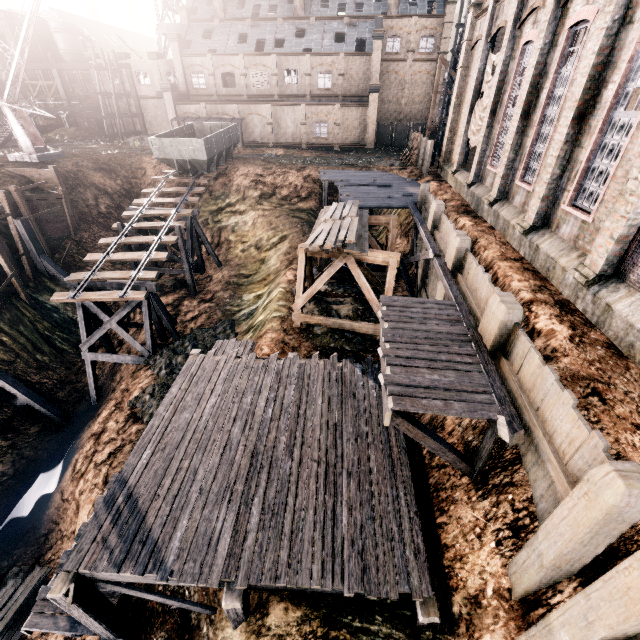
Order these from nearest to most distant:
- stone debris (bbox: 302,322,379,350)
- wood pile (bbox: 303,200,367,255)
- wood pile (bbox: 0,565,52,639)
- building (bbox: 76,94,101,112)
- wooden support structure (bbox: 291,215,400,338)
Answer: wood pile (bbox: 0,565,52,639) < wood pile (bbox: 303,200,367,255) < wooden support structure (bbox: 291,215,400,338) < stone debris (bbox: 302,322,379,350) < building (bbox: 76,94,101,112)

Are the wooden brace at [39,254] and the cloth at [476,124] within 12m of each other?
no

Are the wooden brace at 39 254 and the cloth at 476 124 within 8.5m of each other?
no

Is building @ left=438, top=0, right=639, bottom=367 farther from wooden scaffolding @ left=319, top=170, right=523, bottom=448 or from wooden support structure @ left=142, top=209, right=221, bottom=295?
wooden support structure @ left=142, top=209, right=221, bottom=295

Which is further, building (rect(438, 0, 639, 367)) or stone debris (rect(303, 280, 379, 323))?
stone debris (rect(303, 280, 379, 323))

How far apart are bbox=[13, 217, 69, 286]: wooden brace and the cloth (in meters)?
30.42

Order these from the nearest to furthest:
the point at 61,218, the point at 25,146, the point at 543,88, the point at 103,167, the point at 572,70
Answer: the point at 572,70, the point at 543,88, the point at 61,218, the point at 25,146, the point at 103,167

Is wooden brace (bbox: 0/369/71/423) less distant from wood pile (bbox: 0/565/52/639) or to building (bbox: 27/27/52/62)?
wood pile (bbox: 0/565/52/639)
